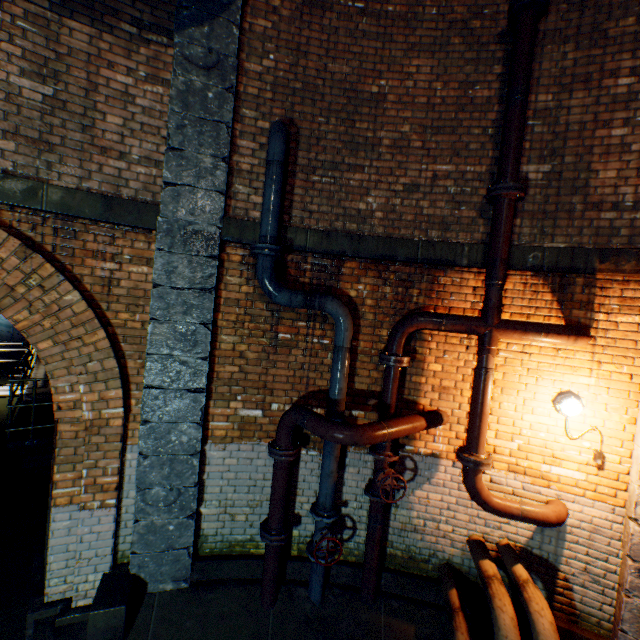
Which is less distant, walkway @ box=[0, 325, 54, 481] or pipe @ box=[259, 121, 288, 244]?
pipe @ box=[259, 121, 288, 244]

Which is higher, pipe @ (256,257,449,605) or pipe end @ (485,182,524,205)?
pipe end @ (485,182,524,205)

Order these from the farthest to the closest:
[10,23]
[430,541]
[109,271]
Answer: [430,541], [109,271], [10,23]

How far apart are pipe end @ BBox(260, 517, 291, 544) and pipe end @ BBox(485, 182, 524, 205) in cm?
→ 450

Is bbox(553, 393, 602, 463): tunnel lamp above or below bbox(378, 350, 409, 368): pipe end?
below

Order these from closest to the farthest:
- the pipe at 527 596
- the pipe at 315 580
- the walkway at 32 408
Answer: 1. the pipe at 527 596
2. the pipe at 315 580
3. the walkway at 32 408

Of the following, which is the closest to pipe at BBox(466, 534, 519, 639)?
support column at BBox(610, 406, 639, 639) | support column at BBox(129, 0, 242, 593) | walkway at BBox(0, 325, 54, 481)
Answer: support column at BBox(610, 406, 639, 639)

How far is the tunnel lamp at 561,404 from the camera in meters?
3.5
